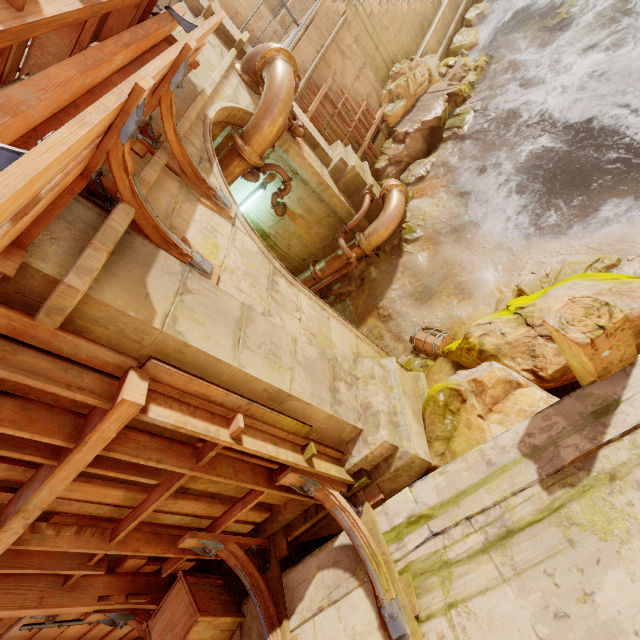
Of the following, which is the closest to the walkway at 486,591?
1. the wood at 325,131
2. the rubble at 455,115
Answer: the rubble at 455,115

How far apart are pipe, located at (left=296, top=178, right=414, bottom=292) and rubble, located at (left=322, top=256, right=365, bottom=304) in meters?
0.1 m

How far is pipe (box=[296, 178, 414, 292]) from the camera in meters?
7.8

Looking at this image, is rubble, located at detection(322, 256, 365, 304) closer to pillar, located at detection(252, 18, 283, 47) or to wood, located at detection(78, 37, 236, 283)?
wood, located at detection(78, 37, 236, 283)

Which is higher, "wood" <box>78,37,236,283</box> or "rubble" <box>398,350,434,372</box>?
"wood" <box>78,37,236,283</box>

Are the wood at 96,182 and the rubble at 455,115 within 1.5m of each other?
no

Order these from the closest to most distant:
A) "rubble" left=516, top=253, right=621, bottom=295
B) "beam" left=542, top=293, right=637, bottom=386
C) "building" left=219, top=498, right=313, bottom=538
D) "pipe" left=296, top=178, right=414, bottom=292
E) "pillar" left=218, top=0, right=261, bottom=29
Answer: "beam" left=542, top=293, right=637, bottom=386, "building" left=219, top=498, right=313, bottom=538, "rubble" left=516, top=253, right=621, bottom=295, "pipe" left=296, top=178, right=414, bottom=292, "pillar" left=218, top=0, right=261, bottom=29

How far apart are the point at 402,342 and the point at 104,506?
5.7 meters
